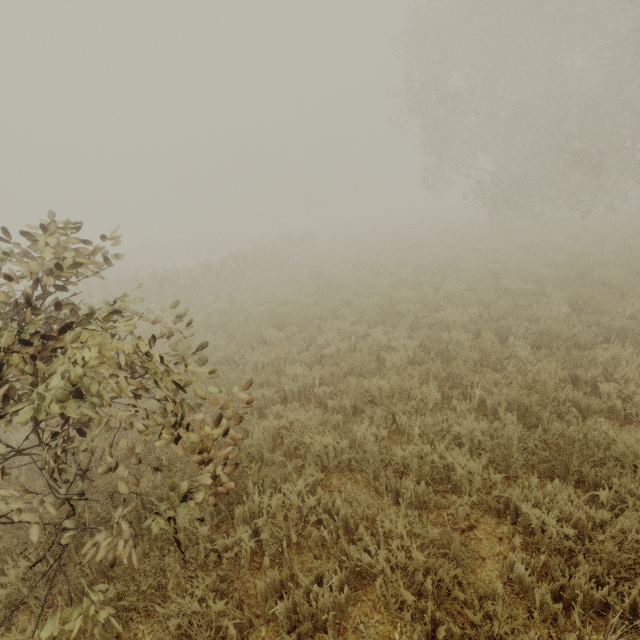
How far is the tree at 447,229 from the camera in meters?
21.7

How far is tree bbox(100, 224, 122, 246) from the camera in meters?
3.8 m

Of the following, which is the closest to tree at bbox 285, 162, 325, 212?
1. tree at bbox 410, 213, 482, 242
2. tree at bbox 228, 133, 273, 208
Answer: tree at bbox 228, 133, 273, 208

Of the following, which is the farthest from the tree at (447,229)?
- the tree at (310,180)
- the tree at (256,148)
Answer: the tree at (310,180)

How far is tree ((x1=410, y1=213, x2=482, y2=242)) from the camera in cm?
2173

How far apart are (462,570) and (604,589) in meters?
1.0 m

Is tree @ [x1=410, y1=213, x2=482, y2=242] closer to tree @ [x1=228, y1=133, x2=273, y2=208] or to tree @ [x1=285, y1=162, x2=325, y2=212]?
tree @ [x1=228, y1=133, x2=273, y2=208]

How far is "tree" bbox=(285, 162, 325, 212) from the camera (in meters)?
57.03
